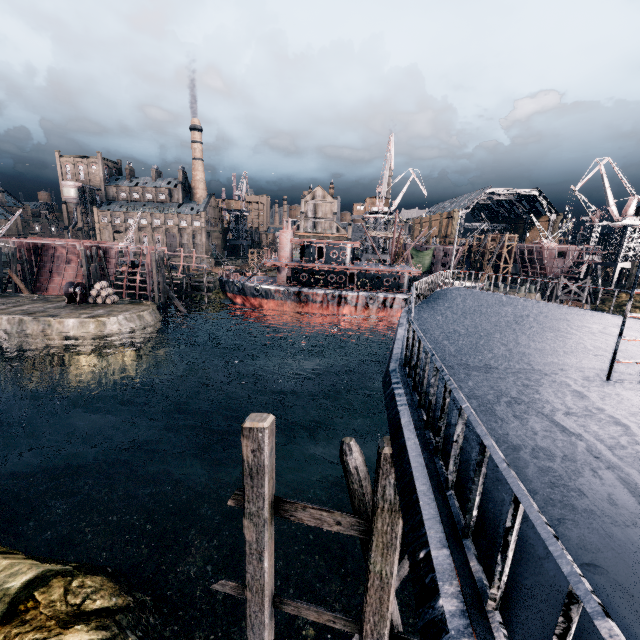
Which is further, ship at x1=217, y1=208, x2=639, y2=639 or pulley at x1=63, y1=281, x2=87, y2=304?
pulley at x1=63, y1=281, x2=87, y2=304

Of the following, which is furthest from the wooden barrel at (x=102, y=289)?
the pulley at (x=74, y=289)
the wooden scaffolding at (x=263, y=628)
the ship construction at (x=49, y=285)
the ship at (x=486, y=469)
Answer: the wooden scaffolding at (x=263, y=628)

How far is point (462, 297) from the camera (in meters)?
15.73

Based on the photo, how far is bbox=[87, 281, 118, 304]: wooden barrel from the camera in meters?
38.7

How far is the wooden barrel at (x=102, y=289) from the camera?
38.7 meters

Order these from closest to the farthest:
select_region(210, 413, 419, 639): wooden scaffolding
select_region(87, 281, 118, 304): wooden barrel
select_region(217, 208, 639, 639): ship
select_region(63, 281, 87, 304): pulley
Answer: select_region(217, 208, 639, 639): ship < select_region(210, 413, 419, 639): wooden scaffolding < select_region(63, 281, 87, 304): pulley < select_region(87, 281, 118, 304): wooden barrel

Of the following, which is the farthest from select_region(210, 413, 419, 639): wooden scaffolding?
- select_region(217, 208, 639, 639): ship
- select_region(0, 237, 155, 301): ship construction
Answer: select_region(0, 237, 155, 301): ship construction

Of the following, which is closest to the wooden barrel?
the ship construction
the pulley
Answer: the pulley
